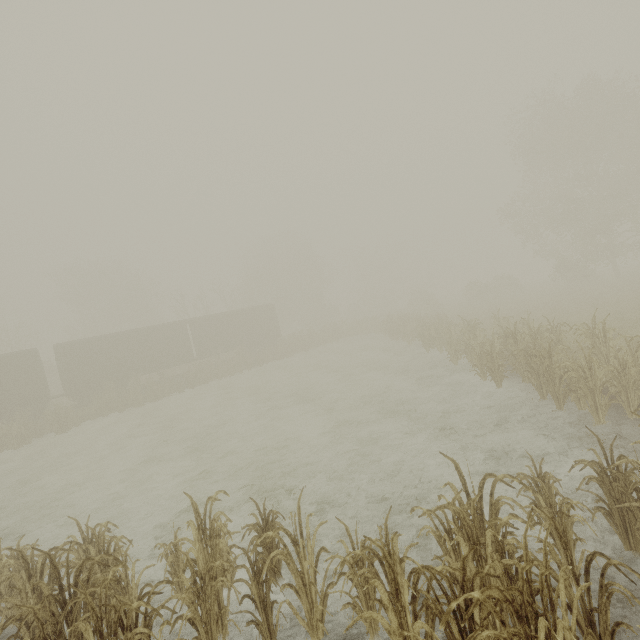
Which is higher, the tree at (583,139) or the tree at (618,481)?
the tree at (583,139)

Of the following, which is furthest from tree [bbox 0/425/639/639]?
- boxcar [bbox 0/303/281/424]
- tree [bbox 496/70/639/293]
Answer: boxcar [bbox 0/303/281/424]

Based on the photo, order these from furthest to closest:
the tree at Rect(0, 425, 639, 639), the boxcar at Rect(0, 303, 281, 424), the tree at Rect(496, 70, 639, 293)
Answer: the tree at Rect(496, 70, 639, 293) < the boxcar at Rect(0, 303, 281, 424) < the tree at Rect(0, 425, 639, 639)

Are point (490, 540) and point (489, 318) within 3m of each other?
no

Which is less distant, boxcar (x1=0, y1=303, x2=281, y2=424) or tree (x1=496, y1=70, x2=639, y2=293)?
boxcar (x1=0, y1=303, x2=281, y2=424)

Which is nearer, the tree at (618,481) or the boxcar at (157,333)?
the tree at (618,481)

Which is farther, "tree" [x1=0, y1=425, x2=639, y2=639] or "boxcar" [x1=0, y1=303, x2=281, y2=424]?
Answer: "boxcar" [x1=0, y1=303, x2=281, y2=424]

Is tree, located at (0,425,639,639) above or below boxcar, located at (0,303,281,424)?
below
